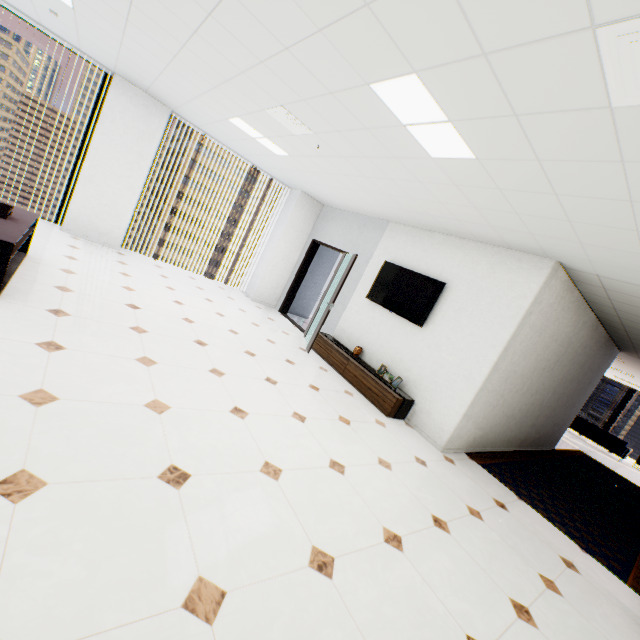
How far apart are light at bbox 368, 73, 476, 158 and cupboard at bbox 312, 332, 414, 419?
3.3 meters

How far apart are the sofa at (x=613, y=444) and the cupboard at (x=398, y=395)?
12.4 meters

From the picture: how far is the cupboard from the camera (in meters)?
4.92

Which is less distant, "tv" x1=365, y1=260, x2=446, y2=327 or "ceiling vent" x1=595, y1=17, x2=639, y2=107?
"ceiling vent" x1=595, y1=17, x2=639, y2=107

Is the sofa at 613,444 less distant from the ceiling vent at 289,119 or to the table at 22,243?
the ceiling vent at 289,119

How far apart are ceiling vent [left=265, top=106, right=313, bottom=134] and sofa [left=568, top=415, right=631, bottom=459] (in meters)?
15.40

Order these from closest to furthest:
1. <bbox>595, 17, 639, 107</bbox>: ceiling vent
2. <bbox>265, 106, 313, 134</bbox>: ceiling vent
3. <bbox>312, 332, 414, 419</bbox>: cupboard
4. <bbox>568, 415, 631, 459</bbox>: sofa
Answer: <bbox>595, 17, 639, 107</bbox>: ceiling vent, <bbox>265, 106, 313, 134</bbox>: ceiling vent, <bbox>312, 332, 414, 419</bbox>: cupboard, <bbox>568, 415, 631, 459</bbox>: sofa

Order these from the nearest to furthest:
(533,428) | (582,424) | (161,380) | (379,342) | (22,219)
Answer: (161,380) → (22,219) → (379,342) → (533,428) → (582,424)
